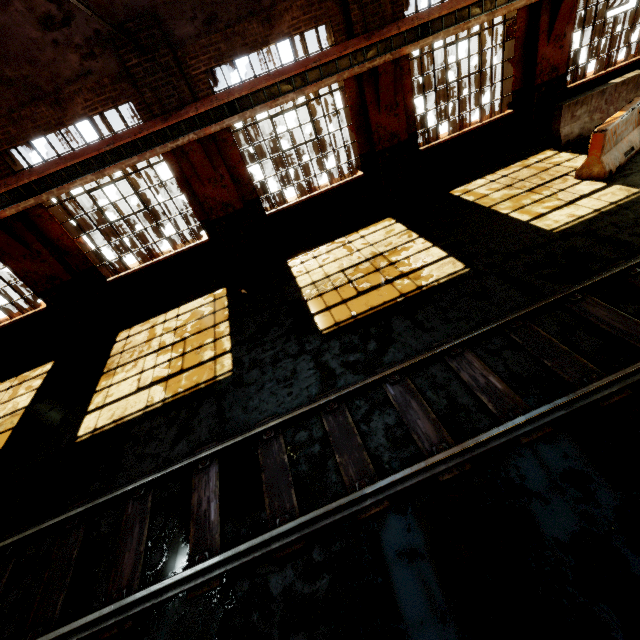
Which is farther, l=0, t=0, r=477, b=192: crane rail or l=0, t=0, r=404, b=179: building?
l=0, t=0, r=477, b=192: crane rail

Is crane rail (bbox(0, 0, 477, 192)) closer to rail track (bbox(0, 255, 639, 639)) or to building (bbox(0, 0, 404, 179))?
building (bbox(0, 0, 404, 179))

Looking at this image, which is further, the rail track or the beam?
the beam

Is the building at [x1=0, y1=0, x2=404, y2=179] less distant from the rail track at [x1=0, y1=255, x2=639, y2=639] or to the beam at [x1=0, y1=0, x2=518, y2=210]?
the beam at [x1=0, y1=0, x2=518, y2=210]

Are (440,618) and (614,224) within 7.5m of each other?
yes

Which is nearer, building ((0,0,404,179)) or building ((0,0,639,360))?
building ((0,0,404,179))

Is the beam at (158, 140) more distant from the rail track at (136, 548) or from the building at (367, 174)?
the rail track at (136, 548)
